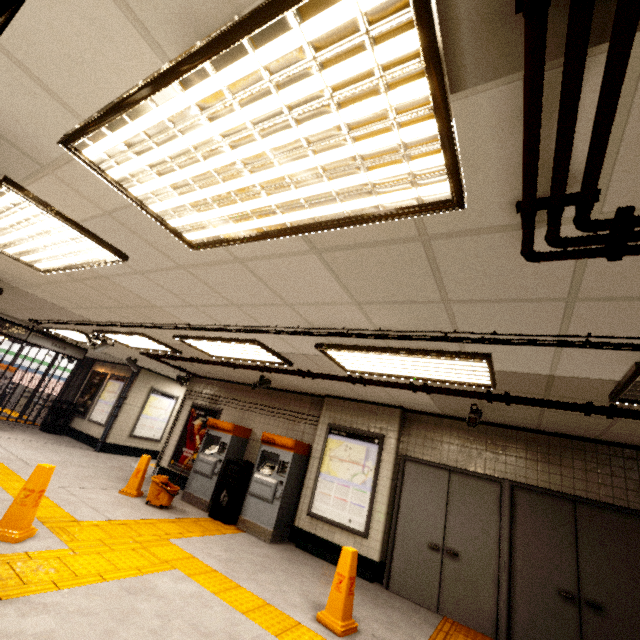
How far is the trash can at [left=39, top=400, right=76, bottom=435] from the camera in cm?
1166

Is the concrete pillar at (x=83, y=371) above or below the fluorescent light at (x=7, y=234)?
below

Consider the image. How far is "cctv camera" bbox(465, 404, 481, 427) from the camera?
4.67m

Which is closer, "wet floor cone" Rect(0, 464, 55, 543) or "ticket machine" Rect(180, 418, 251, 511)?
"wet floor cone" Rect(0, 464, 55, 543)

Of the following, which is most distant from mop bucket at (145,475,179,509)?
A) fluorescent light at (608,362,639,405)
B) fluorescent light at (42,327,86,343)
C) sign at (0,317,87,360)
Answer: fluorescent light at (608,362,639,405)

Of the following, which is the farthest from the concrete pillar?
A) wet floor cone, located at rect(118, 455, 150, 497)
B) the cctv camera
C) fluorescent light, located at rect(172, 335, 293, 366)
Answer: the cctv camera

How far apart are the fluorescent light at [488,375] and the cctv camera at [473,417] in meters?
1.0

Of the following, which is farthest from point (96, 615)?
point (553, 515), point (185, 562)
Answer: point (553, 515)
